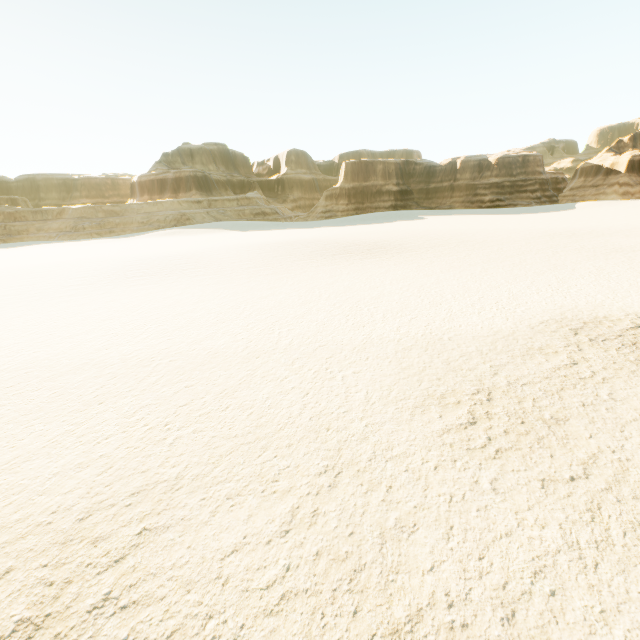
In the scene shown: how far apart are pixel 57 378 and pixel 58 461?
3.99m
